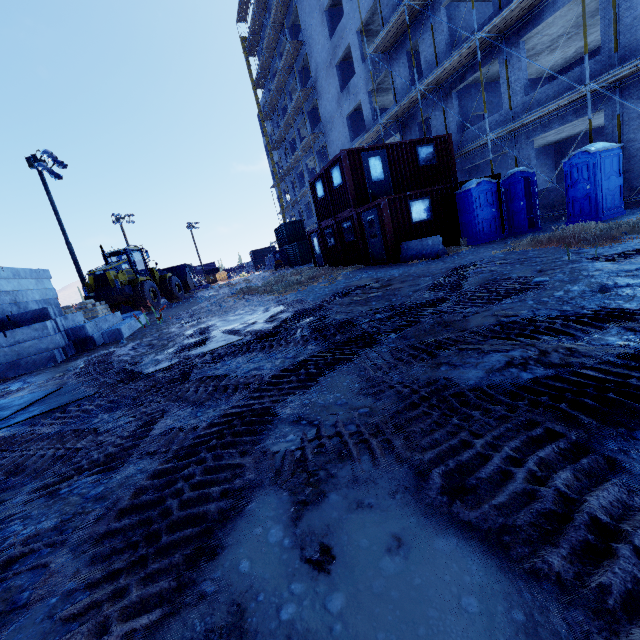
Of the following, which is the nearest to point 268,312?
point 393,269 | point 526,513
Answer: point 393,269

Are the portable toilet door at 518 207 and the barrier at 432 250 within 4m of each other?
yes

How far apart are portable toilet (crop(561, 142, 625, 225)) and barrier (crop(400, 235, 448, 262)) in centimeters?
438cm

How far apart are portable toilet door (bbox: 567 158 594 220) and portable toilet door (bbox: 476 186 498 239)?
2.2 meters

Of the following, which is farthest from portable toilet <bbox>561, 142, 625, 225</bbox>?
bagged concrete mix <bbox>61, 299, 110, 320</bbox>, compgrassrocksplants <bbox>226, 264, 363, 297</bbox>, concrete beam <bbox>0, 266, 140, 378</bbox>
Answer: bagged concrete mix <bbox>61, 299, 110, 320</bbox>

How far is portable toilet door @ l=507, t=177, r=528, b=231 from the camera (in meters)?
11.62

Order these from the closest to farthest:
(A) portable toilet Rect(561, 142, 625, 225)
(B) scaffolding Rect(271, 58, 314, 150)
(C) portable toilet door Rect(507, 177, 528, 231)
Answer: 1. (A) portable toilet Rect(561, 142, 625, 225)
2. (C) portable toilet door Rect(507, 177, 528, 231)
3. (B) scaffolding Rect(271, 58, 314, 150)

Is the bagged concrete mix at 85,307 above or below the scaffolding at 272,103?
below
